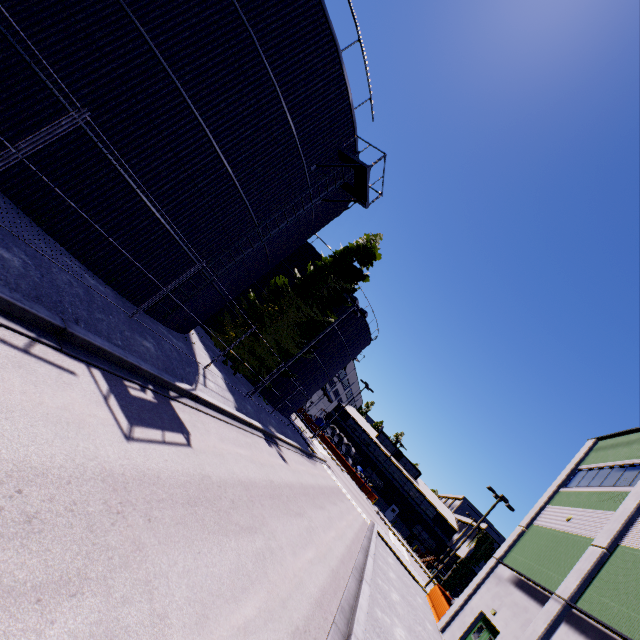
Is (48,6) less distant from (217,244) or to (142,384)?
(217,244)

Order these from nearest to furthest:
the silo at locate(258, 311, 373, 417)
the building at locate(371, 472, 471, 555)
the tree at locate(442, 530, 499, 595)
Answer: the silo at locate(258, 311, 373, 417), the tree at locate(442, 530, 499, 595), the building at locate(371, 472, 471, 555)

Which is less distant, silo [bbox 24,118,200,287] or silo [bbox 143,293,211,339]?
silo [bbox 24,118,200,287]

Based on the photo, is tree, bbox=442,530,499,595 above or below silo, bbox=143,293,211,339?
above

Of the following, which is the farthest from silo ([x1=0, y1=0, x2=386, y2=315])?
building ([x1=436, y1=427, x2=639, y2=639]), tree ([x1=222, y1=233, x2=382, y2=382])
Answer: building ([x1=436, y1=427, x2=639, y2=639])

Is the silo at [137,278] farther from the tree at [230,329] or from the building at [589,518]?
the building at [589,518]

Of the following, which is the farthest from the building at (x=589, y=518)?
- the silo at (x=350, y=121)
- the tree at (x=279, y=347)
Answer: the silo at (x=350, y=121)
